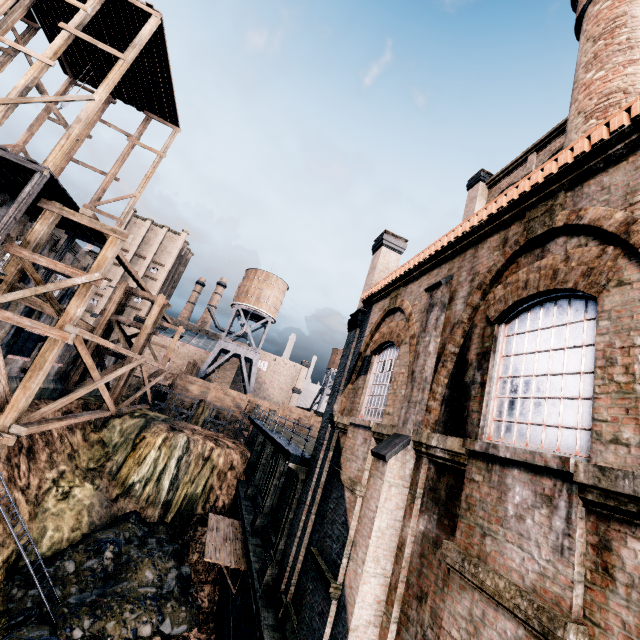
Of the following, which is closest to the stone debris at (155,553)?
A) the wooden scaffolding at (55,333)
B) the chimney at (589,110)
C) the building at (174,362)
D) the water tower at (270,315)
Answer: the wooden scaffolding at (55,333)

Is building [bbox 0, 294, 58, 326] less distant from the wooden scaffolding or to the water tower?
the wooden scaffolding

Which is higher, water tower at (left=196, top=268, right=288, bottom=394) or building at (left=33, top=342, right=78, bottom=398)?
water tower at (left=196, top=268, right=288, bottom=394)

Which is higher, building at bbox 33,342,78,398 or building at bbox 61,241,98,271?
building at bbox 61,241,98,271

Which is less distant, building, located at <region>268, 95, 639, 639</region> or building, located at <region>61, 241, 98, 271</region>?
building, located at <region>268, 95, 639, 639</region>

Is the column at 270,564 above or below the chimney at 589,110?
below

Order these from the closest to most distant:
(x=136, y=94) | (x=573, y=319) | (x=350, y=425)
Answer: (x=573, y=319)
(x=350, y=425)
(x=136, y=94)
